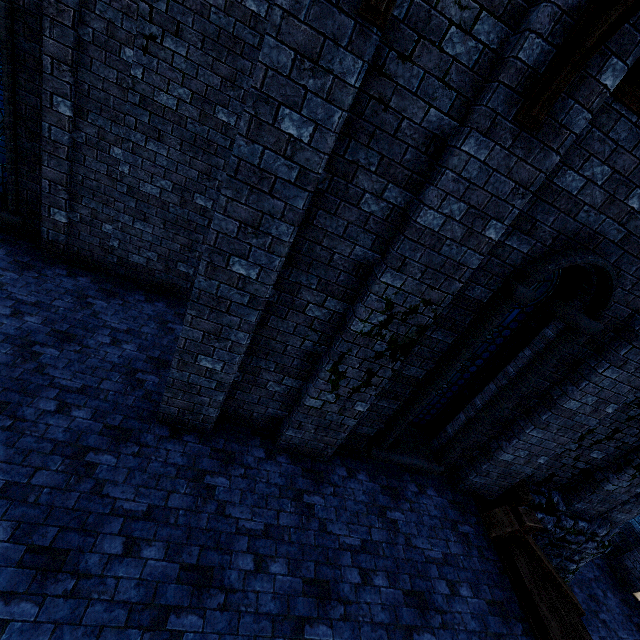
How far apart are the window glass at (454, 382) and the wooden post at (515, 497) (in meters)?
2.09

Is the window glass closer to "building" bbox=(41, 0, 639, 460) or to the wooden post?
"building" bbox=(41, 0, 639, 460)

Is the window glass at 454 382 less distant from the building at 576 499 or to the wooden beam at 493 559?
the building at 576 499

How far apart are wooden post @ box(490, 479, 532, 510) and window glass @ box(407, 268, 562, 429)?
2.1 meters

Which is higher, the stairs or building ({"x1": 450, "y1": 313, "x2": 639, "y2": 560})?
building ({"x1": 450, "y1": 313, "x2": 639, "y2": 560})

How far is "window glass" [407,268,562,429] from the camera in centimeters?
476cm

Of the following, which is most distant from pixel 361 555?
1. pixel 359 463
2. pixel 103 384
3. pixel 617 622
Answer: pixel 617 622

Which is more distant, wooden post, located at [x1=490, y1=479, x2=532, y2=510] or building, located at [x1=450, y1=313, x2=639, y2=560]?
wooden post, located at [x1=490, y1=479, x2=532, y2=510]
